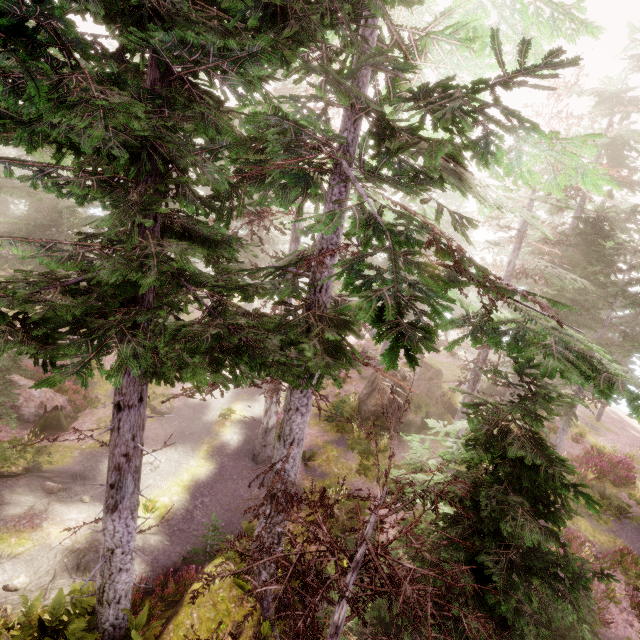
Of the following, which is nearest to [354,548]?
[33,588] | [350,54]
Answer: [33,588]

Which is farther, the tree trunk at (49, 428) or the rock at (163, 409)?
the rock at (163, 409)

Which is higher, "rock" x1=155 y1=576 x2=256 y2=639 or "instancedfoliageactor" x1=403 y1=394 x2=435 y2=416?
"instancedfoliageactor" x1=403 y1=394 x2=435 y2=416

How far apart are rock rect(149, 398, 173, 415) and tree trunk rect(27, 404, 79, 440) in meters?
3.5 m

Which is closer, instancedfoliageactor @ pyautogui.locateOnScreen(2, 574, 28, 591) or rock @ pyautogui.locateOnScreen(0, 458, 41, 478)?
instancedfoliageactor @ pyautogui.locateOnScreen(2, 574, 28, 591)

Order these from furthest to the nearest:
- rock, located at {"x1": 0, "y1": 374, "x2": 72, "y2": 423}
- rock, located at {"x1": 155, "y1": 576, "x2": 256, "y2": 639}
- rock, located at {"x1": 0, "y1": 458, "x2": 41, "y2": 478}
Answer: rock, located at {"x1": 0, "y1": 374, "x2": 72, "y2": 423}
rock, located at {"x1": 0, "y1": 458, "x2": 41, "y2": 478}
rock, located at {"x1": 155, "y1": 576, "x2": 256, "y2": 639}

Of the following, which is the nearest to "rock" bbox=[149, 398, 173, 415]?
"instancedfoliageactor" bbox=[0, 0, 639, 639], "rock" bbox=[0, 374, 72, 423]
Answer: "instancedfoliageactor" bbox=[0, 0, 639, 639]

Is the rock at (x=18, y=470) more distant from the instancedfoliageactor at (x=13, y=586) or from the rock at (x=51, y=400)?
the rock at (x=51, y=400)
